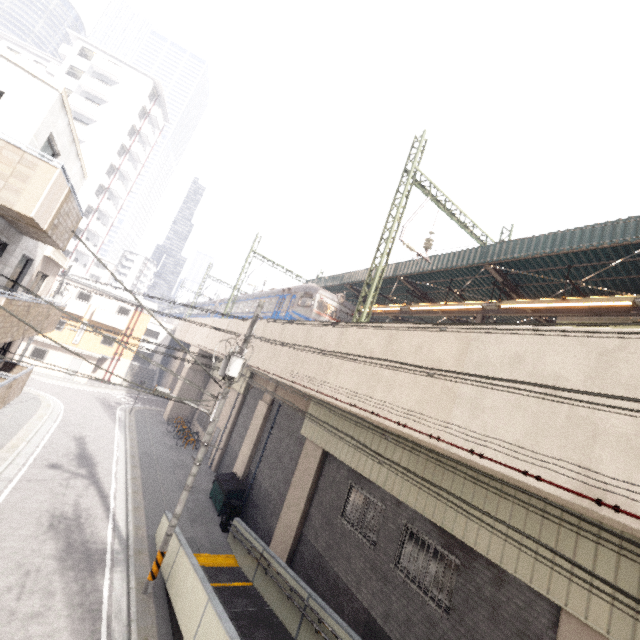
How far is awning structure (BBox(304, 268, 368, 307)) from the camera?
19.7m

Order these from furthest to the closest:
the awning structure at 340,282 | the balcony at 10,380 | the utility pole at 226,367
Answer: the awning structure at 340,282
the balcony at 10,380
the utility pole at 226,367

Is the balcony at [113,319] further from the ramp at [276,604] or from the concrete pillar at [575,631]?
the concrete pillar at [575,631]

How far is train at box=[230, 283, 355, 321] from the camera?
17.98m

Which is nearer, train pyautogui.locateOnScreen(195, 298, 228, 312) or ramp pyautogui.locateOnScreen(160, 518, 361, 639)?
ramp pyautogui.locateOnScreen(160, 518, 361, 639)

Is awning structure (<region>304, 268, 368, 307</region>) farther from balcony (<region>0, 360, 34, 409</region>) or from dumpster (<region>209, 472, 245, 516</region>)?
balcony (<region>0, 360, 34, 409</region>)

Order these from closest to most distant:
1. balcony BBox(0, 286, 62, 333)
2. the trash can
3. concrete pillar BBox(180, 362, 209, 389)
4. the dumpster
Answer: balcony BBox(0, 286, 62, 333) → the trash can → the dumpster → concrete pillar BBox(180, 362, 209, 389)

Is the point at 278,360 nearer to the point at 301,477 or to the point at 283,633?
the point at 301,477
